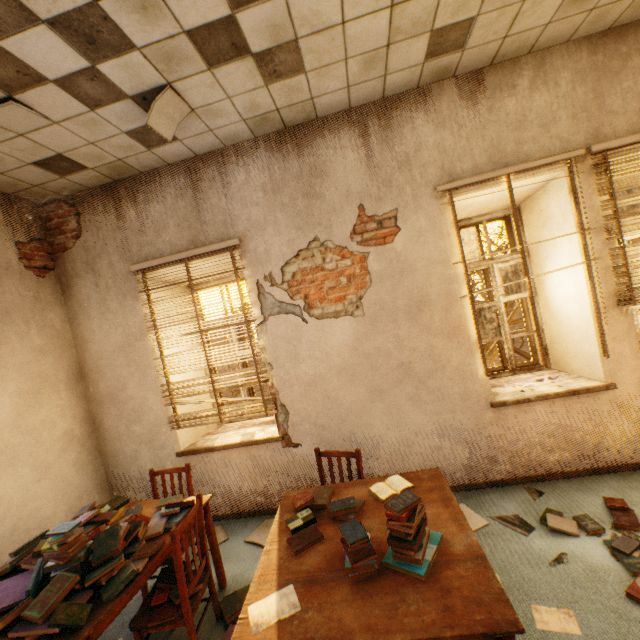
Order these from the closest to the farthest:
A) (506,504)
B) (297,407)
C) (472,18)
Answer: (472,18) < (506,504) < (297,407)

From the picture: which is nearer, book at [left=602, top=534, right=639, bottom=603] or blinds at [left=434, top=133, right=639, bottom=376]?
book at [left=602, top=534, right=639, bottom=603]

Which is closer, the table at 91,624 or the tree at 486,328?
the table at 91,624

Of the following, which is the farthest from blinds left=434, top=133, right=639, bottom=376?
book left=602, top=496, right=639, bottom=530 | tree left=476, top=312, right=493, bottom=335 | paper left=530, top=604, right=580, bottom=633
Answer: tree left=476, top=312, right=493, bottom=335

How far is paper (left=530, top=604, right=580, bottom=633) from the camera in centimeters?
185cm

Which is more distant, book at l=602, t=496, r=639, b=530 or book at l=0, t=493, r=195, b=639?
book at l=602, t=496, r=639, b=530

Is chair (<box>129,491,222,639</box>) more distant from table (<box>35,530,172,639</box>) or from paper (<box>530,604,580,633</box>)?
paper (<box>530,604,580,633</box>)

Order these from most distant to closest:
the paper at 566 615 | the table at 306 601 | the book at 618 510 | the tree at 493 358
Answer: the tree at 493 358 < the book at 618 510 < the paper at 566 615 < the table at 306 601
